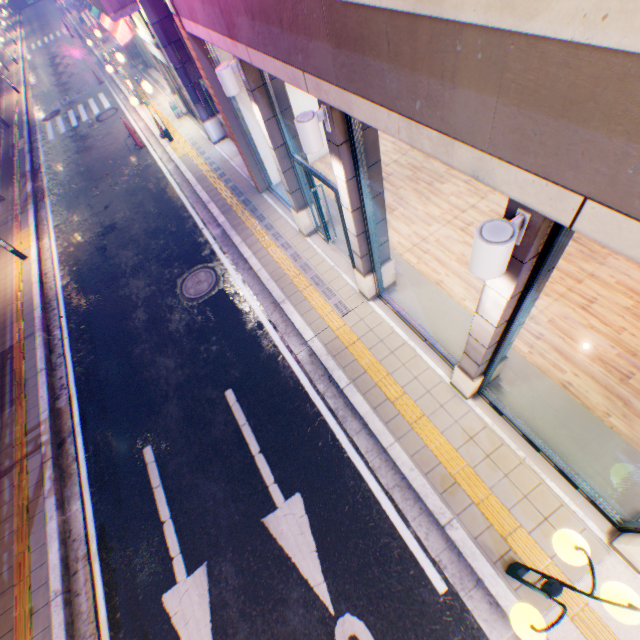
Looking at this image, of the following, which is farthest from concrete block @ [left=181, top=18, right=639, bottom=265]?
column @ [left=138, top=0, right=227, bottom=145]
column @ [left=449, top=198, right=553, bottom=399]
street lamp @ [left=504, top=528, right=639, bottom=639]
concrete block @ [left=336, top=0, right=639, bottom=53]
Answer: column @ [left=138, top=0, right=227, bottom=145]

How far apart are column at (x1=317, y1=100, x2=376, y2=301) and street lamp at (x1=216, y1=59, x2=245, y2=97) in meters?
2.6

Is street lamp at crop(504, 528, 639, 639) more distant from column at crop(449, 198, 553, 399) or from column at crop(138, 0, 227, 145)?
column at crop(138, 0, 227, 145)

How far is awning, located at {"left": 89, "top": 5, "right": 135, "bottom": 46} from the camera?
14.81m

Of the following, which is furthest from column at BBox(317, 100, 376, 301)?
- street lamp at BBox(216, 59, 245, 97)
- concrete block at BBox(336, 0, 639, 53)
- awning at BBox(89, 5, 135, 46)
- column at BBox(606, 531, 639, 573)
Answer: awning at BBox(89, 5, 135, 46)

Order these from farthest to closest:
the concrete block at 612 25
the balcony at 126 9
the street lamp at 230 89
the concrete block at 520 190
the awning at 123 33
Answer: the awning at 123 33 < the balcony at 126 9 < the street lamp at 230 89 < the concrete block at 520 190 < the concrete block at 612 25

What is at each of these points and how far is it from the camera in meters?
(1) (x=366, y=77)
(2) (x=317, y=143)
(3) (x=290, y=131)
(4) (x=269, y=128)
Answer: (1) balcony, 3.0
(2) street lamp, 4.2
(3) column, 6.8
(4) column, 6.5

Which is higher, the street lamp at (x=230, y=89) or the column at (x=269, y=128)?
the street lamp at (x=230, y=89)
